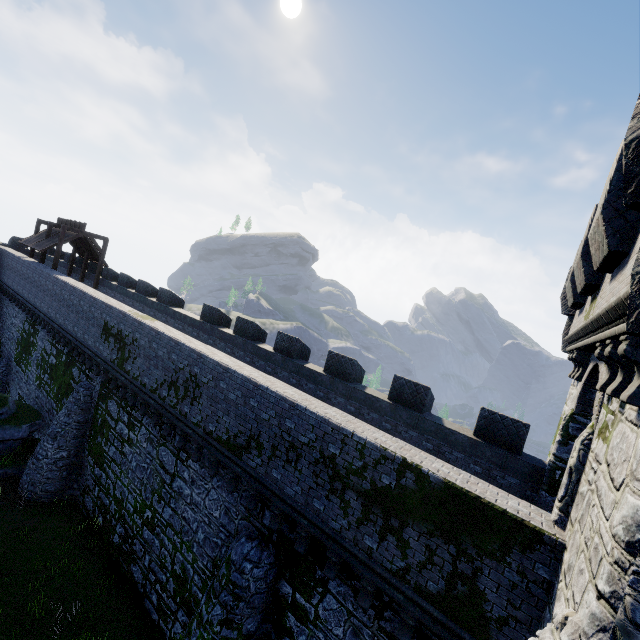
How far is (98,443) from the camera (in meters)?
15.88
